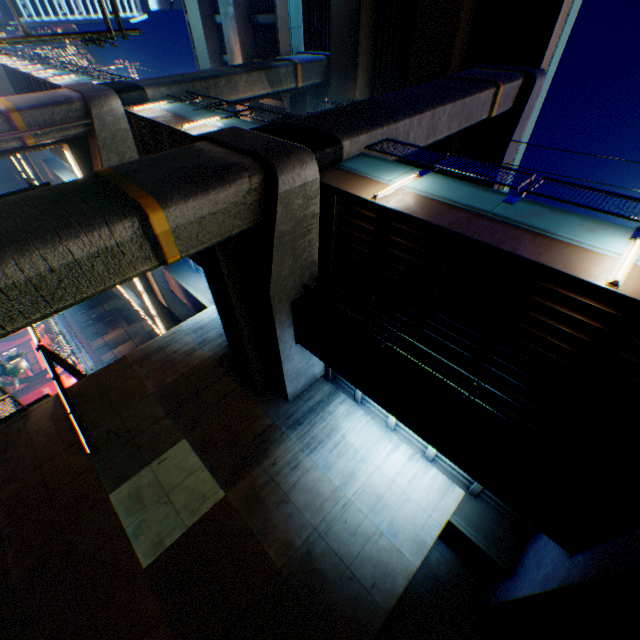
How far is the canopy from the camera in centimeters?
1179cm

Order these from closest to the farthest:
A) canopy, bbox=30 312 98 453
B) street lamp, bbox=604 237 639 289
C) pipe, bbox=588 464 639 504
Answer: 1. street lamp, bbox=604 237 639 289
2. pipe, bbox=588 464 639 504
3. canopy, bbox=30 312 98 453

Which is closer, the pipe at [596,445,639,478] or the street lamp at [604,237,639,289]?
the street lamp at [604,237,639,289]

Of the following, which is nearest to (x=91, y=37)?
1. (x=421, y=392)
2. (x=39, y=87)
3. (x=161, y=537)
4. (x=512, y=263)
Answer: (x=512, y=263)

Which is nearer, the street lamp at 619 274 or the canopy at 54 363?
the street lamp at 619 274

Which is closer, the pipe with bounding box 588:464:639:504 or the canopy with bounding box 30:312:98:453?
the pipe with bounding box 588:464:639:504

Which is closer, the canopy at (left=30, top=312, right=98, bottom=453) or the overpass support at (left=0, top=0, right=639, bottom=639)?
the overpass support at (left=0, top=0, right=639, bottom=639)

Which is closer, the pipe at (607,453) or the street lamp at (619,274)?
the street lamp at (619,274)
